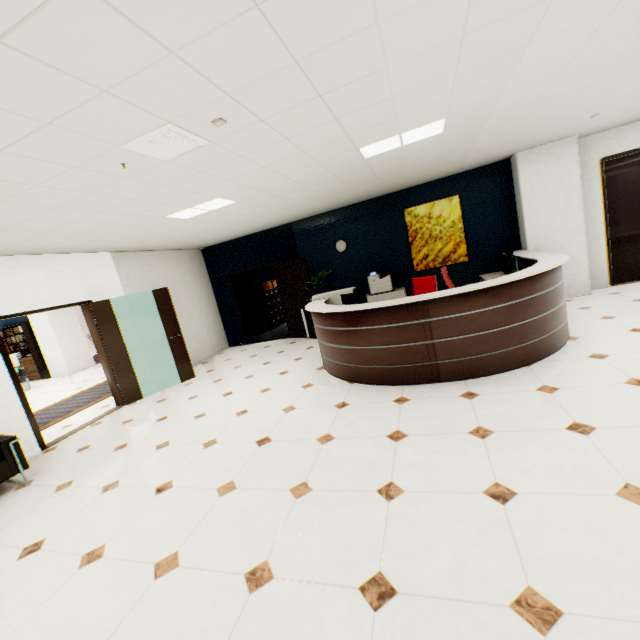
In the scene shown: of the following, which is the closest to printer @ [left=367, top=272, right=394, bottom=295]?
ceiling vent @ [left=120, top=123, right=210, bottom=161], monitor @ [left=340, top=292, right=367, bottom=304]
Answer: monitor @ [left=340, top=292, right=367, bottom=304]

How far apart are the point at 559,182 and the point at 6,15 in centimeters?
771cm

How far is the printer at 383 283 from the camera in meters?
7.4

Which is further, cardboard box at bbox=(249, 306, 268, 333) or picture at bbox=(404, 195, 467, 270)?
cardboard box at bbox=(249, 306, 268, 333)

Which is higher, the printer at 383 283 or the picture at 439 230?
the picture at 439 230

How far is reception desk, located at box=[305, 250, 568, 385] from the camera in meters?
3.8 m

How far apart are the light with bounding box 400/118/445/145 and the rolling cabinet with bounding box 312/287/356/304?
2.51m

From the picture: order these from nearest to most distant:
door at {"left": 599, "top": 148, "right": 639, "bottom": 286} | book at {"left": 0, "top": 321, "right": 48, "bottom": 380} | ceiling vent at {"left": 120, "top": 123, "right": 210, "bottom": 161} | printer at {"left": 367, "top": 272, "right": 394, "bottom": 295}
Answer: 1. ceiling vent at {"left": 120, "top": 123, "right": 210, "bottom": 161}
2. door at {"left": 599, "top": 148, "right": 639, "bottom": 286}
3. printer at {"left": 367, "top": 272, "right": 394, "bottom": 295}
4. book at {"left": 0, "top": 321, "right": 48, "bottom": 380}
